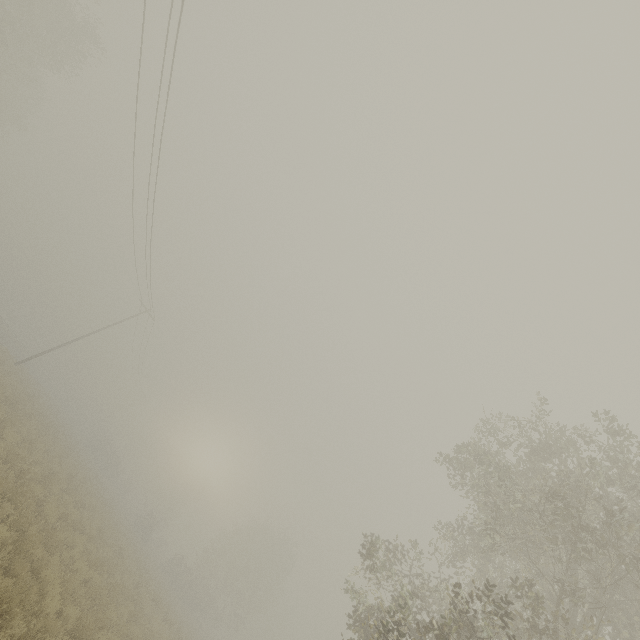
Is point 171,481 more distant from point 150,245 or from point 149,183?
point 149,183
